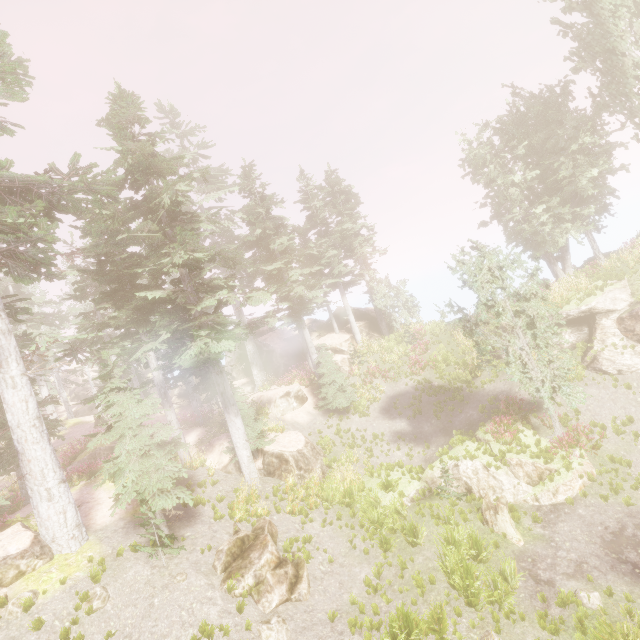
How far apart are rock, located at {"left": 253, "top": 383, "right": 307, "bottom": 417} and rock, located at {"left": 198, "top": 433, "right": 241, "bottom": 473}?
4.1 meters

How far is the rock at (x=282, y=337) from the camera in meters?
31.3 m

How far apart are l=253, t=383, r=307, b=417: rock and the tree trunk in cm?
1316

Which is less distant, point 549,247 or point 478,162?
point 549,247

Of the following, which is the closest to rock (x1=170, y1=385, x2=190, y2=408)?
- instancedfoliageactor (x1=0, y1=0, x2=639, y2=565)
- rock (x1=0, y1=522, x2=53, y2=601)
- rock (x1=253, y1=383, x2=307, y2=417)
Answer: instancedfoliageactor (x1=0, y1=0, x2=639, y2=565)

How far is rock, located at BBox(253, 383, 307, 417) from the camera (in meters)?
22.38

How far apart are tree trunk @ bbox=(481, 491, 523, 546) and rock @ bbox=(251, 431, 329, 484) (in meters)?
7.71

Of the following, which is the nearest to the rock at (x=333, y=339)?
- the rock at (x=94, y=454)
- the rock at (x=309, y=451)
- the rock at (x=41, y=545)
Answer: the rock at (x=94, y=454)
